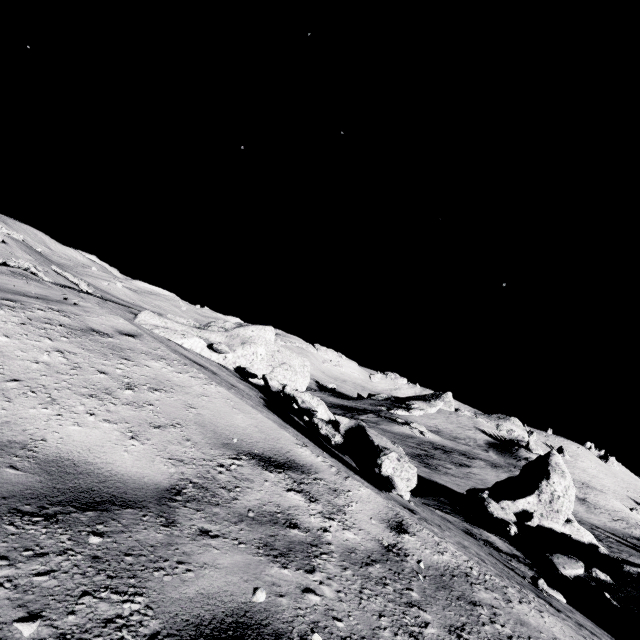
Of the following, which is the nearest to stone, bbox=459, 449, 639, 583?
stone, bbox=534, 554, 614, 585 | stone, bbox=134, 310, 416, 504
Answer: stone, bbox=534, 554, 614, 585

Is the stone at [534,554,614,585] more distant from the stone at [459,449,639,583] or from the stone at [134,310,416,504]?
the stone at [134,310,416,504]

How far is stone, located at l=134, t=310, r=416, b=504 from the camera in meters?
4.0

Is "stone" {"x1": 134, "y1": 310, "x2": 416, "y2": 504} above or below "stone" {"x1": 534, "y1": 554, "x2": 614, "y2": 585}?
above

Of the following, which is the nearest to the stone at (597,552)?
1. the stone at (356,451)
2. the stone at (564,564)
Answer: A: the stone at (564,564)

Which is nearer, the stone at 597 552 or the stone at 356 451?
the stone at 356 451

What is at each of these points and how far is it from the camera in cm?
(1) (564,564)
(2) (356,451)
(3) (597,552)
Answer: (1) stone, 961
(2) stone, 440
(3) stone, 1098

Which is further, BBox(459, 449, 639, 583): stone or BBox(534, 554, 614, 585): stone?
BBox(459, 449, 639, 583): stone
